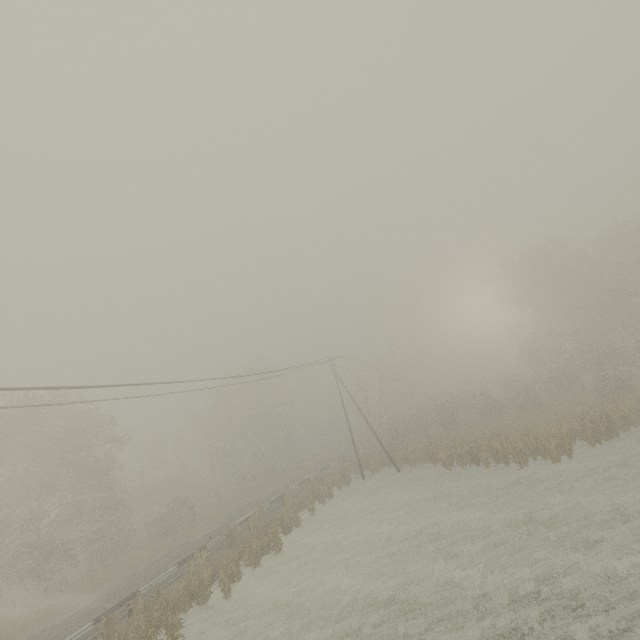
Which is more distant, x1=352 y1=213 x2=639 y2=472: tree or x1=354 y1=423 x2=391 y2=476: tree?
x1=354 y1=423 x2=391 y2=476: tree

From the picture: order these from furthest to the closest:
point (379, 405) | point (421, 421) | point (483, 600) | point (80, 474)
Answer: point (421, 421) → point (379, 405) → point (80, 474) → point (483, 600)

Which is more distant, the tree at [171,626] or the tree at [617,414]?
the tree at [617,414]

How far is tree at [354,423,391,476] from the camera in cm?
3212

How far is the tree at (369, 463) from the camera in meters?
32.1

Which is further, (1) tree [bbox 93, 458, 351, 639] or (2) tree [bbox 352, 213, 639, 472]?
(2) tree [bbox 352, 213, 639, 472]

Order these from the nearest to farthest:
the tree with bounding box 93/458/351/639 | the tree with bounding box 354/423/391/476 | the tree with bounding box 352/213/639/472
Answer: the tree with bounding box 93/458/351/639 < the tree with bounding box 352/213/639/472 < the tree with bounding box 354/423/391/476
